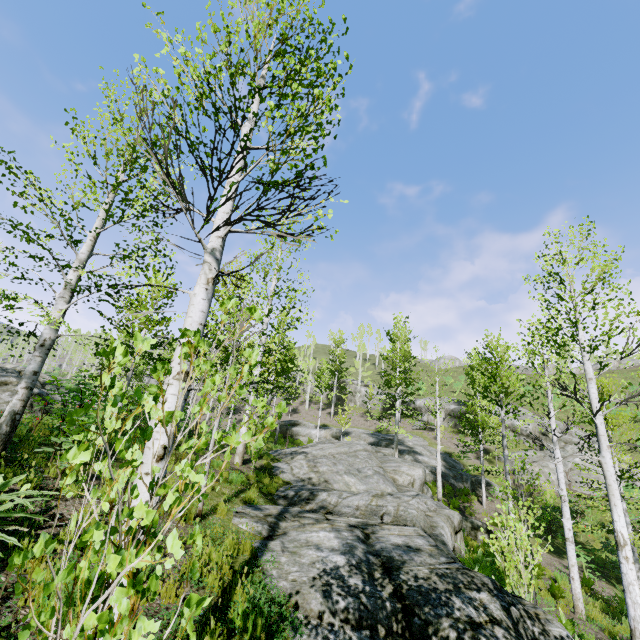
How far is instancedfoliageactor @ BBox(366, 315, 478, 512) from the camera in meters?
18.6

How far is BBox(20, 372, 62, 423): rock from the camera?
9.7m

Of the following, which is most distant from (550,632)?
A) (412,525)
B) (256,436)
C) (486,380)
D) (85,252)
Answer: (486,380)

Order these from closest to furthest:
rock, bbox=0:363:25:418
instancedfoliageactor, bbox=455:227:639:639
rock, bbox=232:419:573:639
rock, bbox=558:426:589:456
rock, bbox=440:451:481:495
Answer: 1. rock, bbox=232:419:573:639
2. instancedfoliageactor, bbox=455:227:639:639
3. rock, bbox=0:363:25:418
4. rock, bbox=440:451:481:495
5. rock, bbox=558:426:589:456

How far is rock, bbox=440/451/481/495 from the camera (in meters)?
21.67

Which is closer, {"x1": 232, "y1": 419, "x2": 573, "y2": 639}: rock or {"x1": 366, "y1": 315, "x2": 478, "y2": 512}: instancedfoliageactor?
{"x1": 232, "y1": 419, "x2": 573, "y2": 639}: rock

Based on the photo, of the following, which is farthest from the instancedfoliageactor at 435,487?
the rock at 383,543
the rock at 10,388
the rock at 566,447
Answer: the rock at 10,388

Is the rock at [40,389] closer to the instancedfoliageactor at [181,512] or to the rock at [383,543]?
the instancedfoliageactor at [181,512]
